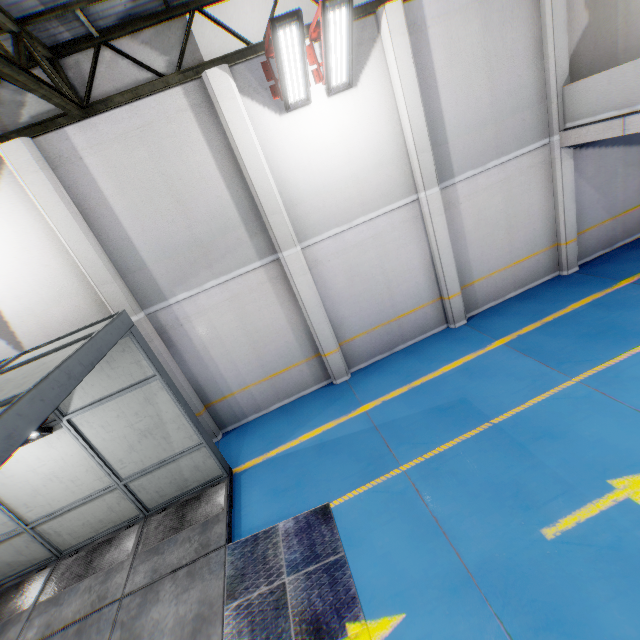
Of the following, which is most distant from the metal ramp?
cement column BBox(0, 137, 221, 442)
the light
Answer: the light

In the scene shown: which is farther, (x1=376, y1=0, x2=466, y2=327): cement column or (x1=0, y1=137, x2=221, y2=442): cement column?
(x1=376, y1=0, x2=466, y2=327): cement column

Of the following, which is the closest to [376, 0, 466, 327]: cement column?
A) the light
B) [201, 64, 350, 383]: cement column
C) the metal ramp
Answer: the light

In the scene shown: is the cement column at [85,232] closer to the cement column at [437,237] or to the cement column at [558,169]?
the cement column at [437,237]

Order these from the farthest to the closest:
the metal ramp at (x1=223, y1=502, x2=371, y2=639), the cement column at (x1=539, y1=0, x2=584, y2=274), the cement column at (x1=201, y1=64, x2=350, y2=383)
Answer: the cement column at (x1=539, y1=0, x2=584, y2=274)
the cement column at (x1=201, y1=64, x2=350, y2=383)
the metal ramp at (x1=223, y1=502, x2=371, y2=639)

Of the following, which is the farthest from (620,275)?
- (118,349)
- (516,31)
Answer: (118,349)

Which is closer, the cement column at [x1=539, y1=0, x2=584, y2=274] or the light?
the light

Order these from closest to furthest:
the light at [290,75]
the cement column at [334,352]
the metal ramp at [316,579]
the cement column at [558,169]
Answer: the metal ramp at [316,579]
the light at [290,75]
the cement column at [334,352]
the cement column at [558,169]
